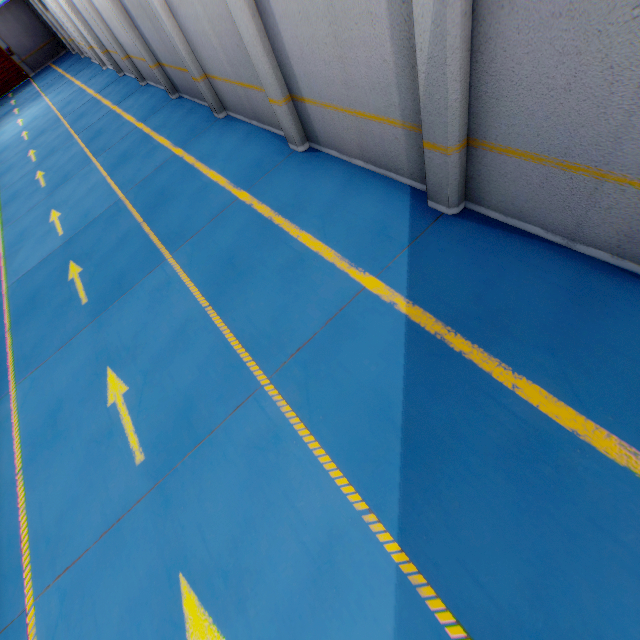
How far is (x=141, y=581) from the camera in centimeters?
364cm

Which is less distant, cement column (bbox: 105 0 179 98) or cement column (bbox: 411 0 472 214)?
cement column (bbox: 411 0 472 214)

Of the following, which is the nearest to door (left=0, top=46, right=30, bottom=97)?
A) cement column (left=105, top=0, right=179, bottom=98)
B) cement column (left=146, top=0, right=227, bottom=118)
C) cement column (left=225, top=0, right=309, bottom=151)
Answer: cement column (left=105, top=0, right=179, bottom=98)

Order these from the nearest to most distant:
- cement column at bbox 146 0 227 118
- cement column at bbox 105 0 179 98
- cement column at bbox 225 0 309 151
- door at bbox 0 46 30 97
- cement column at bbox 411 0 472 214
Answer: cement column at bbox 411 0 472 214
cement column at bbox 225 0 309 151
cement column at bbox 146 0 227 118
cement column at bbox 105 0 179 98
door at bbox 0 46 30 97

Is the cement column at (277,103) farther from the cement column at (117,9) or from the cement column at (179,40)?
the cement column at (117,9)

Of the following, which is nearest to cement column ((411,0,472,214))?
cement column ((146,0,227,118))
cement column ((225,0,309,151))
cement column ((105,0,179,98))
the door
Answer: cement column ((225,0,309,151))

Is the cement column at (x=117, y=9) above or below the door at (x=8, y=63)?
above

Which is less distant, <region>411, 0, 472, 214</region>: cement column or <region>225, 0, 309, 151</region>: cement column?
<region>411, 0, 472, 214</region>: cement column
